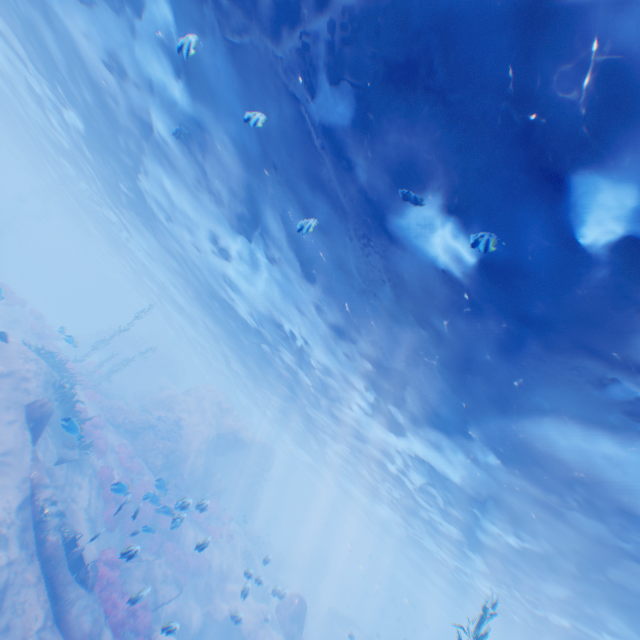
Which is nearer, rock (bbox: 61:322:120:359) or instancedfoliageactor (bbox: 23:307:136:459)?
instancedfoliageactor (bbox: 23:307:136:459)

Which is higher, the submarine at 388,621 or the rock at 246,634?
the submarine at 388,621

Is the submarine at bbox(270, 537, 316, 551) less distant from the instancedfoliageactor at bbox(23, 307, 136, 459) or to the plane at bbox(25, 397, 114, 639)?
the plane at bbox(25, 397, 114, 639)

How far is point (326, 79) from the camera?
6.89m

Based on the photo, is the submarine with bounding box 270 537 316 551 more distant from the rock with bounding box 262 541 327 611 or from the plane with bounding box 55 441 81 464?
the plane with bounding box 55 441 81 464

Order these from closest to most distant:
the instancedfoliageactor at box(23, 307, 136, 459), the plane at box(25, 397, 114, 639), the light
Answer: the light → the plane at box(25, 397, 114, 639) → the instancedfoliageactor at box(23, 307, 136, 459)

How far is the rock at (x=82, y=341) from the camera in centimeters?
4119cm

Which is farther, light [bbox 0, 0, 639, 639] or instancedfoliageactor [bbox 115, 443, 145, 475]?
instancedfoliageactor [bbox 115, 443, 145, 475]
